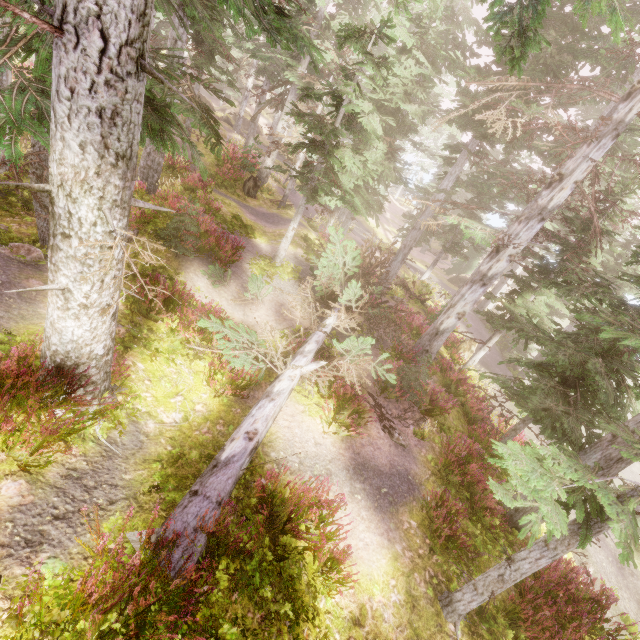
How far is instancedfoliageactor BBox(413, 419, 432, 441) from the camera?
9.6 meters

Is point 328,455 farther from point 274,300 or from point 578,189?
point 578,189

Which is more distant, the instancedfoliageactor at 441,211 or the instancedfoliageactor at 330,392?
the instancedfoliageactor at 330,392

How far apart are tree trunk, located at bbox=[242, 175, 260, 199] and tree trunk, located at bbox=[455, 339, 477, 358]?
15.5 meters

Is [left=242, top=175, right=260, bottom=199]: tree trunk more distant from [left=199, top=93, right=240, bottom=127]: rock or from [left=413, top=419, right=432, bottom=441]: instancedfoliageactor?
[left=199, top=93, right=240, bottom=127]: rock

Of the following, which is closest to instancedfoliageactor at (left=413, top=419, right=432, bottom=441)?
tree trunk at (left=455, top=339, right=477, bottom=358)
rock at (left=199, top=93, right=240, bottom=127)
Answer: rock at (left=199, top=93, right=240, bottom=127)

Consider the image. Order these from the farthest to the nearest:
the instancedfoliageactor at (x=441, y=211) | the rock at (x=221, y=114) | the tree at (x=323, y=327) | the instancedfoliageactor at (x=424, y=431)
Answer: the rock at (x=221, y=114), the instancedfoliageactor at (x=424, y=431), the tree at (x=323, y=327), the instancedfoliageactor at (x=441, y=211)

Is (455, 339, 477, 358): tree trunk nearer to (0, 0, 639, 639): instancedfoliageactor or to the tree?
(0, 0, 639, 639): instancedfoliageactor
